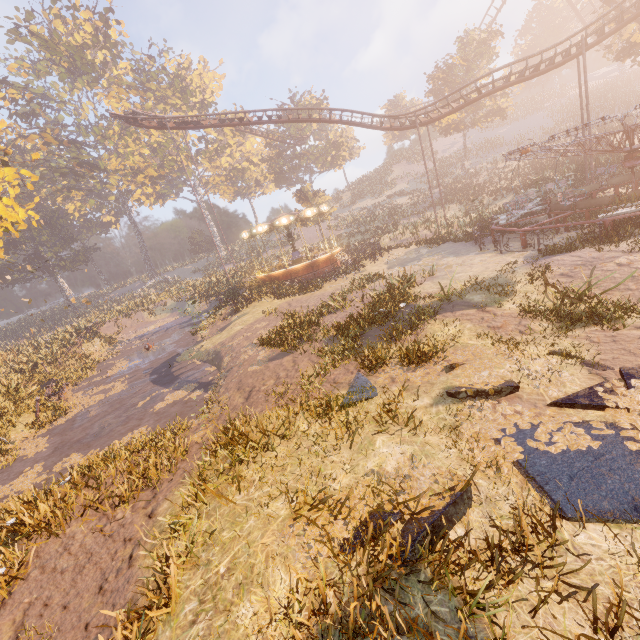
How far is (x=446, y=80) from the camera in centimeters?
3966cm

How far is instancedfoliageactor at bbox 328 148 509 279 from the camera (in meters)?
24.11

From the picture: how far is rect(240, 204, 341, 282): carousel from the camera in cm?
2439

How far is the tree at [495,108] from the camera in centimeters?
3797cm

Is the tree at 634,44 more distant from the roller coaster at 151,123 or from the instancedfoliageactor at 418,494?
the instancedfoliageactor at 418,494

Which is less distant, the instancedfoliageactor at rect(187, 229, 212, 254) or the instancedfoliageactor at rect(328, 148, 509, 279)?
the instancedfoliageactor at rect(328, 148, 509, 279)

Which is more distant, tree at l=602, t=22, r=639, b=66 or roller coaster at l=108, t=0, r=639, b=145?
tree at l=602, t=22, r=639, b=66

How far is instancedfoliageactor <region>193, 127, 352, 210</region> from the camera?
42.19m
